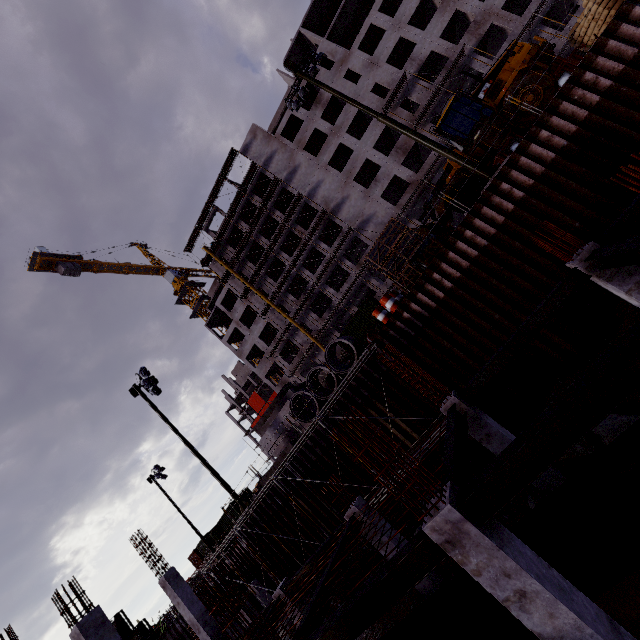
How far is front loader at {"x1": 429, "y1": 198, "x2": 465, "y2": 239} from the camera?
15.9m

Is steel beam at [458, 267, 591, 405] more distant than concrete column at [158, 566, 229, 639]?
No

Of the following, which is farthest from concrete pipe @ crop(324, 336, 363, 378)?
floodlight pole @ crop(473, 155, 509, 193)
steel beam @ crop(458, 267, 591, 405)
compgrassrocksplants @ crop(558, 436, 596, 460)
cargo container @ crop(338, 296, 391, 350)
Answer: cargo container @ crop(338, 296, 391, 350)

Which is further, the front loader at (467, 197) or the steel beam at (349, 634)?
the front loader at (467, 197)

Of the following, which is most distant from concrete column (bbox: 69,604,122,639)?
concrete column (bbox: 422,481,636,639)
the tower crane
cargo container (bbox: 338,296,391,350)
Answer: the tower crane

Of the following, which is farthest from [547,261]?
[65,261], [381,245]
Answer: [65,261]

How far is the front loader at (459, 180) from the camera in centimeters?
1518cm

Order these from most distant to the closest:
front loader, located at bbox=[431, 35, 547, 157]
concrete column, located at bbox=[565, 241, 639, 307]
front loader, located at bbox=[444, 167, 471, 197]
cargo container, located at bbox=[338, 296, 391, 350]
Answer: cargo container, located at bbox=[338, 296, 391, 350] < front loader, located at bbox=[444, 167, 471, 197] < front loader, located at bbox=[431, 35, 547, 157] < concrete column, located at bbox=[565, 241, 639, 307]
